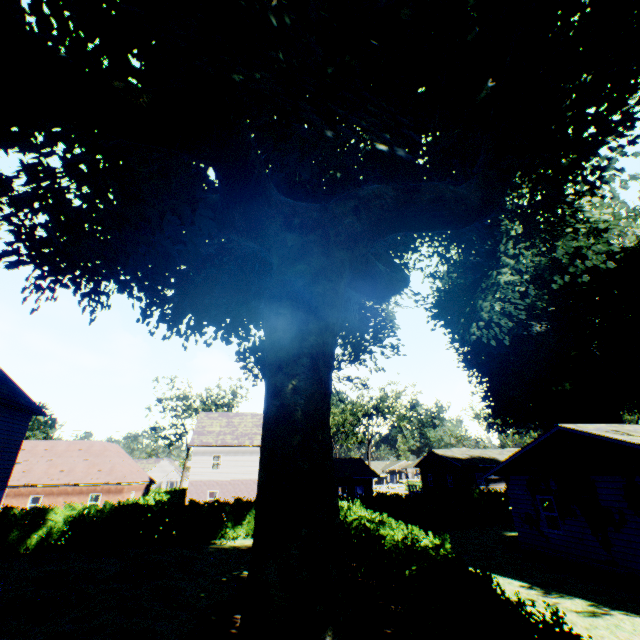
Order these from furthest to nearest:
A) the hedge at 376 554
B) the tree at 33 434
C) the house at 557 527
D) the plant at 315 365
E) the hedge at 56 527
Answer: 1. the tree at 33 434
2. the hedge at 56 527
3. the house at 557 527
4. the plant at 315 365
5. the hedge at 376 554

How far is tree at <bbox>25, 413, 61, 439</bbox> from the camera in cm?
4272

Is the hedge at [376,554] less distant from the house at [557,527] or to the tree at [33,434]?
the tree at [33,434]

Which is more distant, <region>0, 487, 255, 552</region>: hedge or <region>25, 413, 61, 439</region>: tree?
<region>25, 413, 61, 439</region>: tree

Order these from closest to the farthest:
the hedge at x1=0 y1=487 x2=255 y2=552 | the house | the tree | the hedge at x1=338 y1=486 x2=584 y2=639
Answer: the hedge at x1=338 y1=486 x2=584 y2=639, the house, the hedge at x1=0 y1=487 x2=255 y2=552, the tree

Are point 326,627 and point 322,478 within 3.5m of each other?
yes

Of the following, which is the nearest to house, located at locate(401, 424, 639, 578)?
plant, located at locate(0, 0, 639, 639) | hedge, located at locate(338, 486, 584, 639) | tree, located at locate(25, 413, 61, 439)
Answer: plant, located at locate(0, 0, 639, 639)

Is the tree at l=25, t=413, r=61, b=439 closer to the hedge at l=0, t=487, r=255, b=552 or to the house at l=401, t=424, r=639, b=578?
the hedge at l=0, t=487, r=255, b=552
